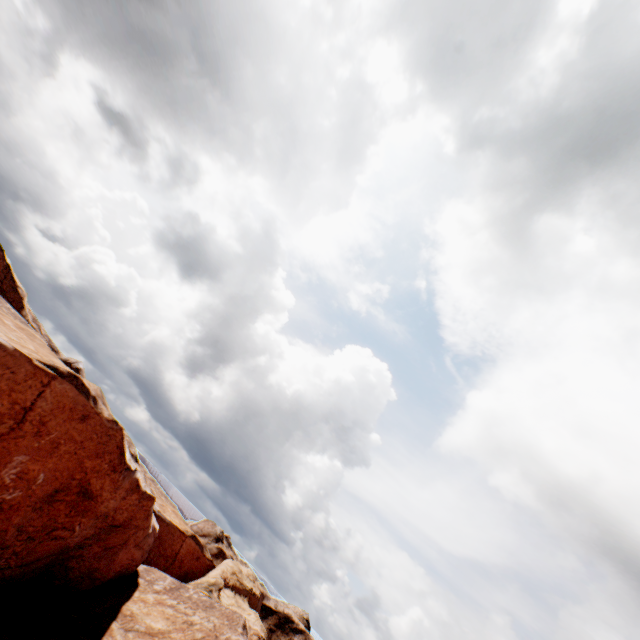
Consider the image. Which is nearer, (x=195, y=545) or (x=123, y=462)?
(x=123, y=462)
